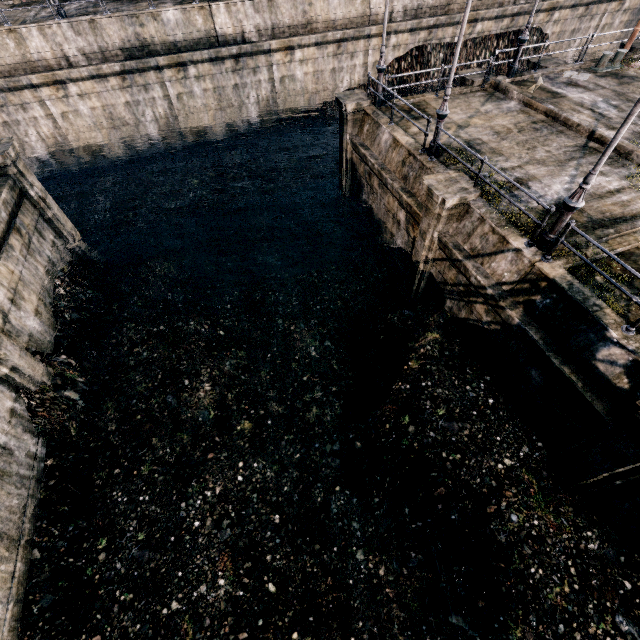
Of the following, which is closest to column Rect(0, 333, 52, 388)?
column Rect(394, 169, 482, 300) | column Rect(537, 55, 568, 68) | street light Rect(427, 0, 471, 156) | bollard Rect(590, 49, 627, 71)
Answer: column Rect(394, 169, 482, 300)

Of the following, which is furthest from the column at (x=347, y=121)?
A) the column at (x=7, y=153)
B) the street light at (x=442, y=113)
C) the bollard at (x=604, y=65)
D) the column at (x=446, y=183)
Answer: the column at (x=7, y=153)

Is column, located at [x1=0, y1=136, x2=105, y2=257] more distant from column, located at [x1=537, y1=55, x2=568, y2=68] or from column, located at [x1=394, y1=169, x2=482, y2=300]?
column, located at [x1=537, y1=55, x2=568, y2=68]

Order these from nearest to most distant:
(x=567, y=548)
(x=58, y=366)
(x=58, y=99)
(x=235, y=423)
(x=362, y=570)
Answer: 1. (x=567, y=548)
2. (x=362, y=570)
3. (x=58, y=366)
4. (x=235, y=423)
5. (x=58, y=99)

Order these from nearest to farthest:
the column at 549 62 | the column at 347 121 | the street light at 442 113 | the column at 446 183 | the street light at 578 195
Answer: the street light at 578 195, the street light at 442 113, the column at 446 183, the column at 347 121, the column at 549 62

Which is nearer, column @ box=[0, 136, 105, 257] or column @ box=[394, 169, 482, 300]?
column @ box=[394, 169, 482, 300]

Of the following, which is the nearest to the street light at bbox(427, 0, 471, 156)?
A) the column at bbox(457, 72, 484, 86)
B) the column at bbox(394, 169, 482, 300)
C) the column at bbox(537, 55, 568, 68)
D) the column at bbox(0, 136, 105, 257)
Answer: the column at bbox(394, 169, 482, 300)

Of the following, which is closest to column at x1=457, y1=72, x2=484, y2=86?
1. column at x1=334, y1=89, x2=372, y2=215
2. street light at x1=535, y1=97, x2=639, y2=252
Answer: column at x1=334, y1=89, x2=372, y2=215
